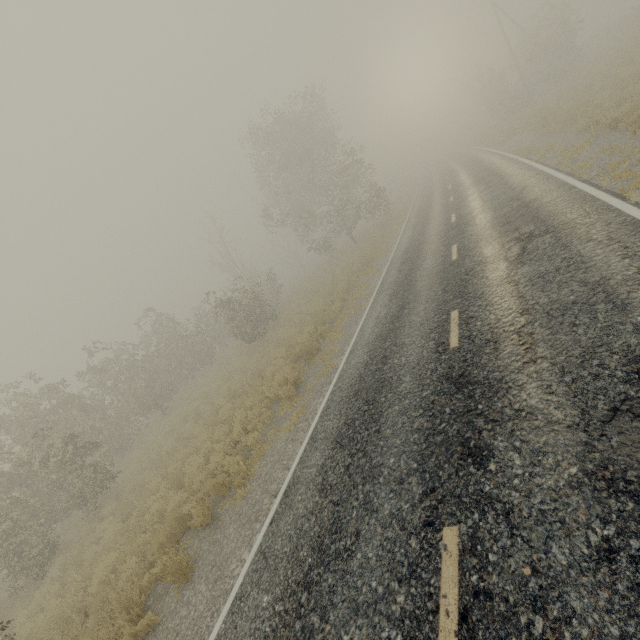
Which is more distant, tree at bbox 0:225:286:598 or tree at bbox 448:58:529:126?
tree at bbox 448:58:529:126

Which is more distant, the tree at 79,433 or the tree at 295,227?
the tree at 295,227

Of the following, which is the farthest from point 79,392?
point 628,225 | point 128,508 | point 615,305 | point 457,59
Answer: point 457,59

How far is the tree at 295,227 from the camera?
26.4m

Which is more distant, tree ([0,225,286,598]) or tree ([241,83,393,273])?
tree ([241,83,393,273])

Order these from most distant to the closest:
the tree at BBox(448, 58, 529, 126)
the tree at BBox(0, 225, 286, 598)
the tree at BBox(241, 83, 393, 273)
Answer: the tree at BBox(448, 58, 529, 126), the tree at BBox(241, 83, 393, 273), the tree at BBox(0, 225, 286, 598)

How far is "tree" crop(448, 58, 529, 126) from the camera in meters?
33.9
